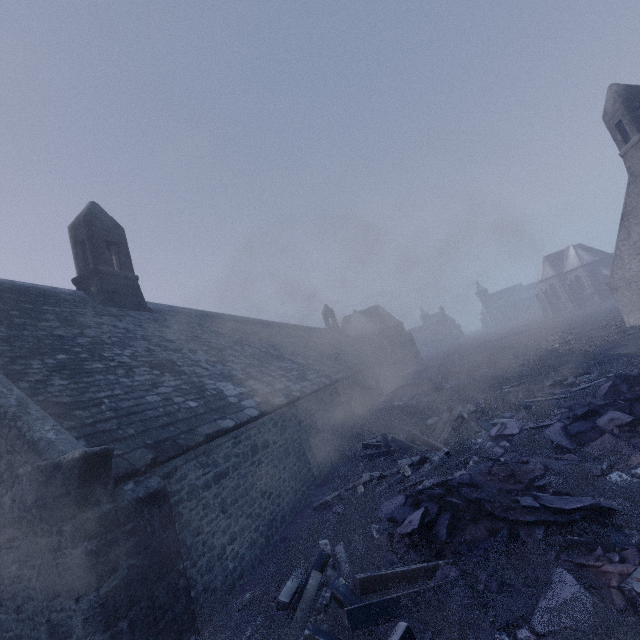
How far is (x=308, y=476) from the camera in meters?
10.0 m

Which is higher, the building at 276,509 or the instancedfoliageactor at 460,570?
the building at 276,509

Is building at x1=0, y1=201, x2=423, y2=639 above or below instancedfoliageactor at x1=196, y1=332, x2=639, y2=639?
above
